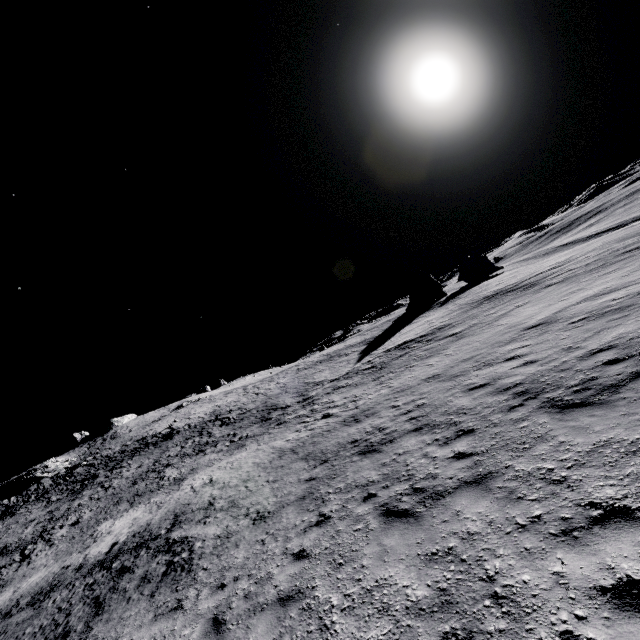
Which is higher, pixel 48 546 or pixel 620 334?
pixel 48 546

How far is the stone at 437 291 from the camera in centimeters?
5616cm

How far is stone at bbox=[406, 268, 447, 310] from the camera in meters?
56.2
